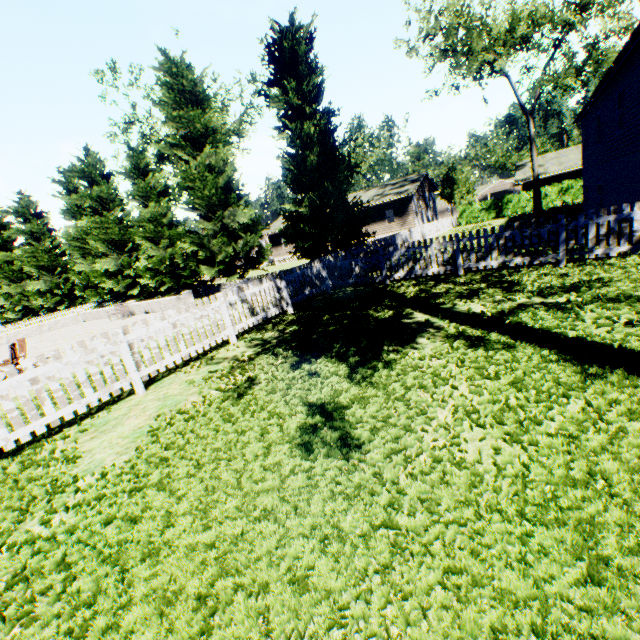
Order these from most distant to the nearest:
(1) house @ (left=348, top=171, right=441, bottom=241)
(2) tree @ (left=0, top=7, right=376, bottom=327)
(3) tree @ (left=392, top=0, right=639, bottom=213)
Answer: (1) house @ (left=348, top=171, right=441, bottom=241), (3) tree @ (left=392, top=0, right=639, bottom=213), (2) tree @ (left=0, top=7, right=376, bottom=327)

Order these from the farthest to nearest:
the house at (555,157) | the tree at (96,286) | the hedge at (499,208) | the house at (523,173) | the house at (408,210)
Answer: the house at (408,210) → the house at (523,173) → the house at (555,157) → the hedge at (499,208) → the tree at (96,286)

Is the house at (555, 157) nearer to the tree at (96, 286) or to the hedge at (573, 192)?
the hedge at (573, 192)

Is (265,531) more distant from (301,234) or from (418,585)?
(301,234)

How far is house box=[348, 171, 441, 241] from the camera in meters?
33.6

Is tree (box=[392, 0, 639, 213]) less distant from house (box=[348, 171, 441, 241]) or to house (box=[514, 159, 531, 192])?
house (box=[348, 171, 441, 241])

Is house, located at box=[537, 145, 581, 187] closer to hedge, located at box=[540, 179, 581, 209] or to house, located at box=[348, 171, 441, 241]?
hedge, located at box=[540, 179, 581, 209]

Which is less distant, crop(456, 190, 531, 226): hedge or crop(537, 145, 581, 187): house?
crop(456, 190, 531, 226): hedge
